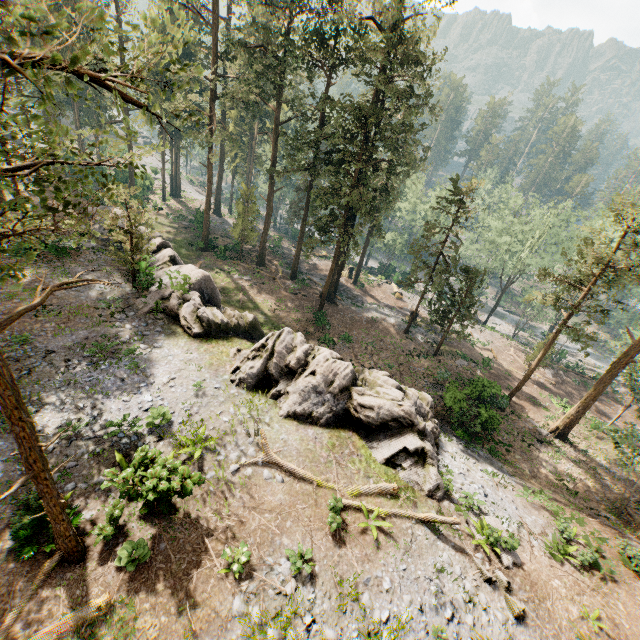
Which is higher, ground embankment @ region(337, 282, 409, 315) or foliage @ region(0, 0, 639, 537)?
foliage @ region(0, 0, 639, 537)

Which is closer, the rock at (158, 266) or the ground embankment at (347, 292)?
the rock at (158, 266)

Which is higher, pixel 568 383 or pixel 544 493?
pixel 544 493

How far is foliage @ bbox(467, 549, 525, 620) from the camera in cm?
1129

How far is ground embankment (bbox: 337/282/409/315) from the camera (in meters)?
40.78

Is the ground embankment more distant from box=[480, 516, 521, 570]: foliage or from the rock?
the rock

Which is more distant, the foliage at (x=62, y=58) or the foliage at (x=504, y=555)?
the foliage at (x=504, y=555)

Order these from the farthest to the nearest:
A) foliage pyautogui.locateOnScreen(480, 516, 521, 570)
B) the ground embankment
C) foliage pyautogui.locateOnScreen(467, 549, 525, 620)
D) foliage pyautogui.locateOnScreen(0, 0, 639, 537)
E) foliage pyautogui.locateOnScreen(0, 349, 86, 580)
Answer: the ground embankment < foliage pyautogui.locateOnScreen(480, 516, 521, 570) < foliage pyautogui.locateOnScreen(467, 549, 525, 620) < foliage pyautogui.locateOnScreen(0, 349, 86, 580) < foliage pyautogui.locateOnScreen(0, 0, 639, 537)
